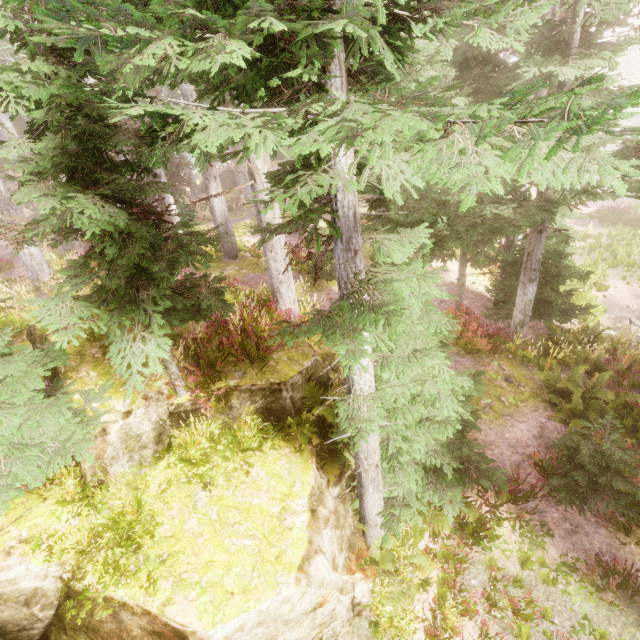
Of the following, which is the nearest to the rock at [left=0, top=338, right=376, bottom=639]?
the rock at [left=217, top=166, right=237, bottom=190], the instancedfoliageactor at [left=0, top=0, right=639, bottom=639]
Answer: the instancedfoliageactor at [left=0, top=0, right=639, bottom=639]

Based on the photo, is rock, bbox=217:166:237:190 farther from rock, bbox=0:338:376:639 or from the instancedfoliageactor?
rock, bbox=0:338:376:639

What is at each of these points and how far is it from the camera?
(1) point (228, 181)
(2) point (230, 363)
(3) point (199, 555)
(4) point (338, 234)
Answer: (1) rock, 39.5m
(2) rock, 6.8m
(3) rock, 4.4m
(4) instancedfoliageactor, 2.8m

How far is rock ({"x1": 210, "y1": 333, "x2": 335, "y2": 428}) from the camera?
6.1 meters

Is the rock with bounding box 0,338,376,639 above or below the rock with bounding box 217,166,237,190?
below

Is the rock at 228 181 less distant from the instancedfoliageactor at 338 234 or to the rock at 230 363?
the instancedfoliageactor at 338 234

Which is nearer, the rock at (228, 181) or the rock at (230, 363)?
the rock at (230, 363)
